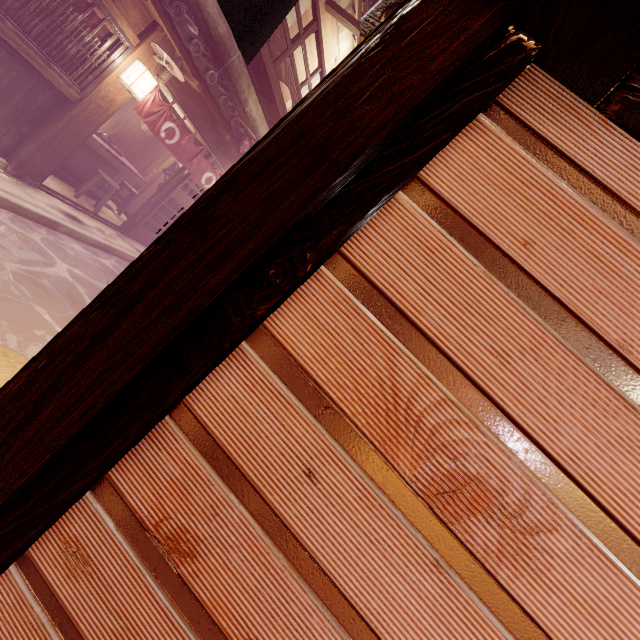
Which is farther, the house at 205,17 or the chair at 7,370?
the house at 205,17

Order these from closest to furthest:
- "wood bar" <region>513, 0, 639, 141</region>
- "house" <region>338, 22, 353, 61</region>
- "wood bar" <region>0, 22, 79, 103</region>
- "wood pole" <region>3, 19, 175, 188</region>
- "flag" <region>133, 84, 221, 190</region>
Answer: "wood bar" <region>513, 0, 639, 141</region>, "wood bar" <region>0, 22, 79, 103</region>, "wood pole" <region>3, 19, 175, 188</region>, "flag" <region>133, 84, 221, 190</region>, "house" <region>338, 22, 353, 61</region>

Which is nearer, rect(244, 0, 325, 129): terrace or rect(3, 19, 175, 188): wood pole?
rect(3, 19, 175, 188): wood pole

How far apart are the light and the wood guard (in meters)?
0.39

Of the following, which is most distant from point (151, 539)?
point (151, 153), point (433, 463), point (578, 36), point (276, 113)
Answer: point (151, 153)

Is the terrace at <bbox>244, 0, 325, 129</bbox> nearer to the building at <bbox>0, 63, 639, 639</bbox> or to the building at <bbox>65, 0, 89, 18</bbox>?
the building at <bbox>65, 0, 89, 18</bbox>

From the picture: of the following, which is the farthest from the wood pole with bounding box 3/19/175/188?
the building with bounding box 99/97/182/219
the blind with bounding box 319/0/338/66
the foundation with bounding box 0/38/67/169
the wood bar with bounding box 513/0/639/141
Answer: the wood bar with bounding box 513/0/639/141

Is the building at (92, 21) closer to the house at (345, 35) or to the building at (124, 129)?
the building at (124, 129)
